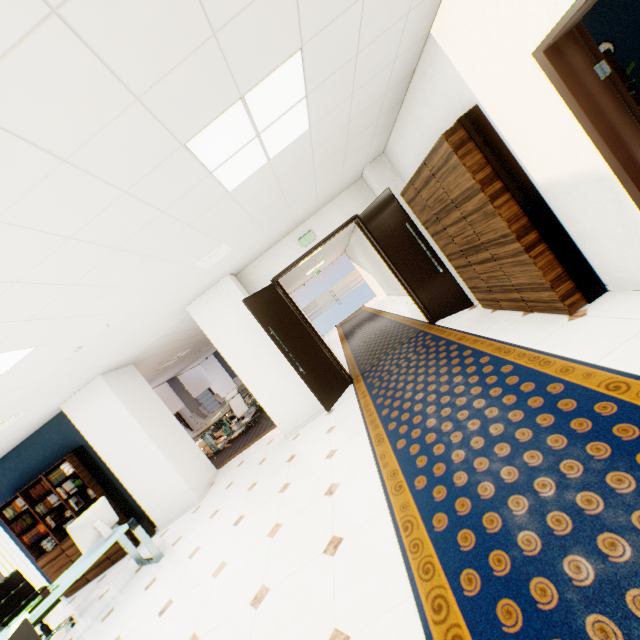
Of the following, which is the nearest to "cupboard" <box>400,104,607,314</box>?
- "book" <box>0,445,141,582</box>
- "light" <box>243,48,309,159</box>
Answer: "light" <box>243,48,309,159</box>

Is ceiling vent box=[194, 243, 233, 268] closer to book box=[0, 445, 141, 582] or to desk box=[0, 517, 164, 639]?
desk box=[0, 517, 164, 639]

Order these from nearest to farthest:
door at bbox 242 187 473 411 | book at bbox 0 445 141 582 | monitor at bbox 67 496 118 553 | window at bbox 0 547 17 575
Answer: monitor at bbox 67 496 118 553 → door at bbox 242 187 473 411 → book at bbox 0 445 141 582 → window at bbox 0 547 17 575

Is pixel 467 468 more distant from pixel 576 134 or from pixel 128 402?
pixel 128 402

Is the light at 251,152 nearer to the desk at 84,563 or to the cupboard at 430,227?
the cupboard at 430,227

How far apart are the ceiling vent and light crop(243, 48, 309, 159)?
1.23m

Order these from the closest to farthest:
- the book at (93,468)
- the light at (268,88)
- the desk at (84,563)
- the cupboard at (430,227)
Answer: the light at (268,88) → the cupboard at (430,227) → the desk at (84,563) → the book at (93,468)

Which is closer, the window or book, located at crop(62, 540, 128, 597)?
book, located at crop(62, 540, 128, 597)
